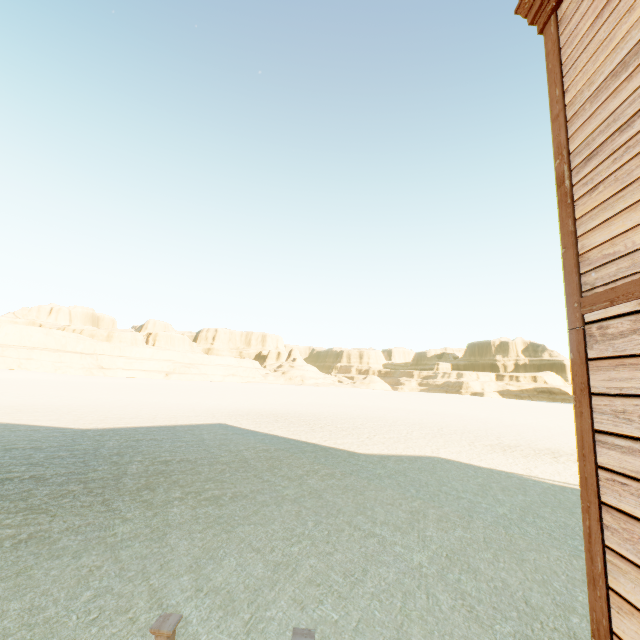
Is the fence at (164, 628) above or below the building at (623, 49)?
below

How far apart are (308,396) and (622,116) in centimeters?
5152cm

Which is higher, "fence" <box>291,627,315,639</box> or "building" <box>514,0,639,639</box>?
"building" <box>514,0,639,639</box>
